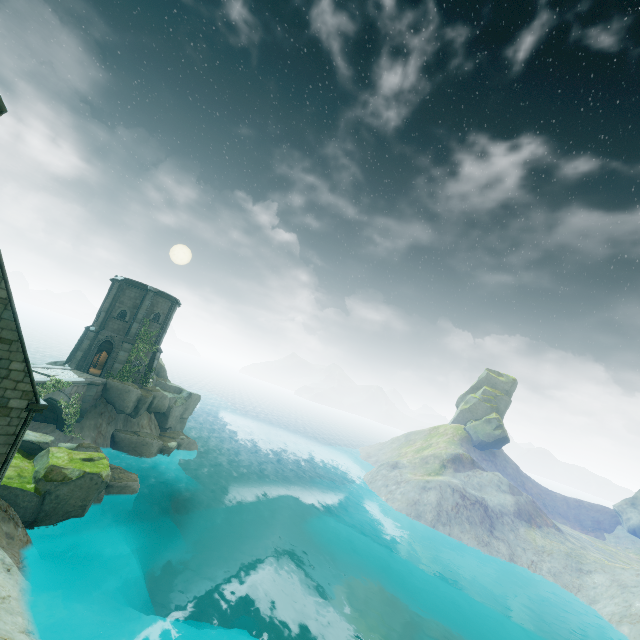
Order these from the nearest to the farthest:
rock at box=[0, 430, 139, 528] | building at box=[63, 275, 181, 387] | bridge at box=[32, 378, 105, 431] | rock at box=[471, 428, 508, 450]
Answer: rock at box=[0, 430, 139, 528] < bridge at box=[32, 378, 105, 431] < building at box=[63, 275, 181, 387] < rock at box=[471, 428, 508, 450]

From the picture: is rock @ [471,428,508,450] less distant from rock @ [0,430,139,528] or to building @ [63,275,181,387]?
building @ [63,275,181,387]

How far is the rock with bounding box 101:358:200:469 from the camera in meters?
28.1

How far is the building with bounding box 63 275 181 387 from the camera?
Result: 30.66m

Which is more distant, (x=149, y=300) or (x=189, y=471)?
(x=189, y=471)

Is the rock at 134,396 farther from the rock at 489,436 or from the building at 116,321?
the rock at 489,436

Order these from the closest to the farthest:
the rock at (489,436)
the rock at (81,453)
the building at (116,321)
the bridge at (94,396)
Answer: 1. the rock at (81,453)
2. the bridge at (94,396)
3. the building at (116,321)
4. the rock at (489,436)

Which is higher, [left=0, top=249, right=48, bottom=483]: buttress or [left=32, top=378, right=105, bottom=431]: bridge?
[left=0, top=249, right=48, bottom=483]: buttress
